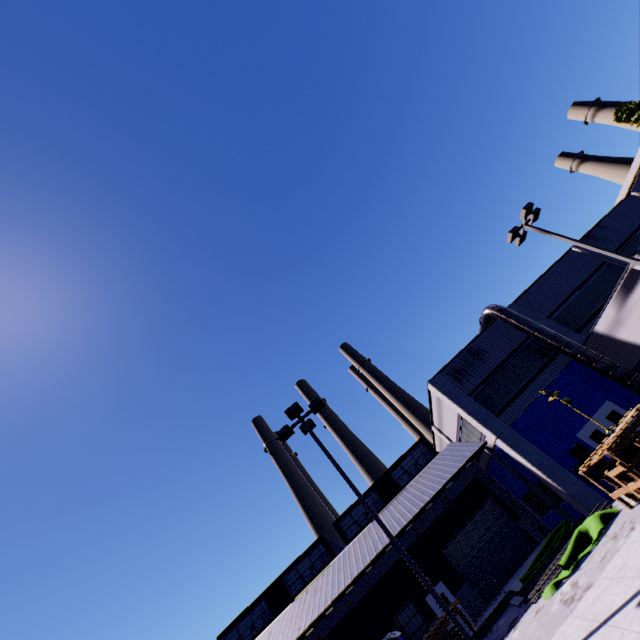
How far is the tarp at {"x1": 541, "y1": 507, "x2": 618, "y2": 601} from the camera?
12.19m

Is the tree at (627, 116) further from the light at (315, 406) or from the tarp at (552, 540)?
the light at (315, 406)

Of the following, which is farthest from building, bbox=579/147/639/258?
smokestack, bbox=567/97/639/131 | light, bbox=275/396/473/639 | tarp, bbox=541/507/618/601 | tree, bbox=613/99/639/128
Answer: smokestack, bbox=567/97/639/131

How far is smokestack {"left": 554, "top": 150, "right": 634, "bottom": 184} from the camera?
47.7 meters

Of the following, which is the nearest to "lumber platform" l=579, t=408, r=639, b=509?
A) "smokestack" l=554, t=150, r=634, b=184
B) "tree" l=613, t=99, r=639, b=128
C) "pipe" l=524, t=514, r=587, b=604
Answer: "pipe" l=524, t=514, r=587, b=604

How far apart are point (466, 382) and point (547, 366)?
4.90m

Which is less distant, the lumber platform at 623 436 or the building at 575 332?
the lumber platform at 623 436

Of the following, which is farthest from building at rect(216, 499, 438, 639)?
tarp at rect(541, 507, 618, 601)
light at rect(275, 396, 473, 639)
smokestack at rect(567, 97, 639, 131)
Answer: smokestack at rect(567, 97, 639, 131)
